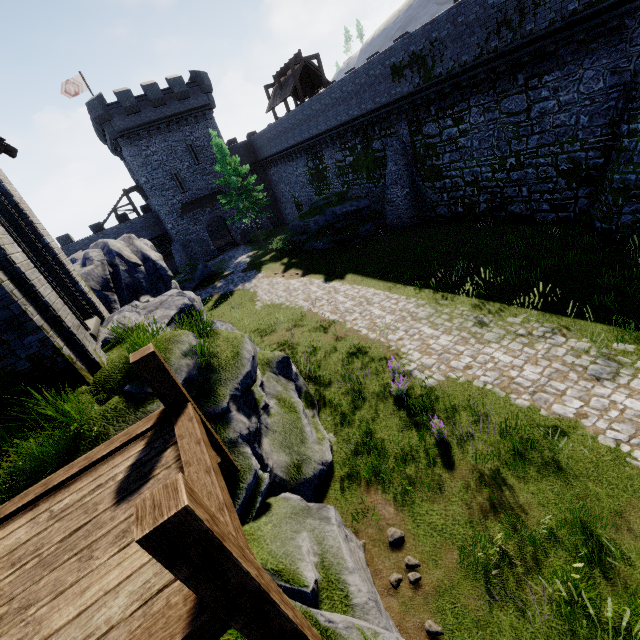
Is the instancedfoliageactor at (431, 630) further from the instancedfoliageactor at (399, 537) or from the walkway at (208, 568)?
the walkway at (208, 568)

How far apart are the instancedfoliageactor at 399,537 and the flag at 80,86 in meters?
45.3

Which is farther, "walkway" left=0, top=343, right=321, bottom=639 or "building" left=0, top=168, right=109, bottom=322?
"building" left=0, top=168, right=109, bottom=322

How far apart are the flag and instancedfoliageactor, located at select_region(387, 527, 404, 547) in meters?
45.3 m

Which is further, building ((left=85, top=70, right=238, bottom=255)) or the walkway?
building ((left=85, top=70, right=238, bottom=255))

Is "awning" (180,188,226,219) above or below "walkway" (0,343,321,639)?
above

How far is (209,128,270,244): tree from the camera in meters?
28.3

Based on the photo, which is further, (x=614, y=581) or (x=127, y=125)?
(x=127, y=125)
